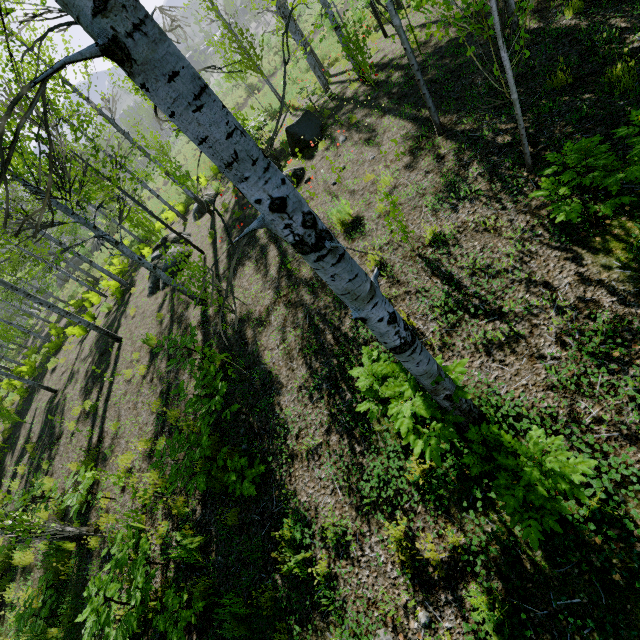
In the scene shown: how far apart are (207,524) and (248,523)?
0.96m

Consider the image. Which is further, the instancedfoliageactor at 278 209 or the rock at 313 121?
the rock at 313 121

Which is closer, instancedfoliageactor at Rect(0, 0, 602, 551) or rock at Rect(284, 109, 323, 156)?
instancedfoliageactor at Rect(0, 0, 602, 551)

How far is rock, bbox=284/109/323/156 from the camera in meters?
10.0

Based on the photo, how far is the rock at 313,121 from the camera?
10.0 meters
